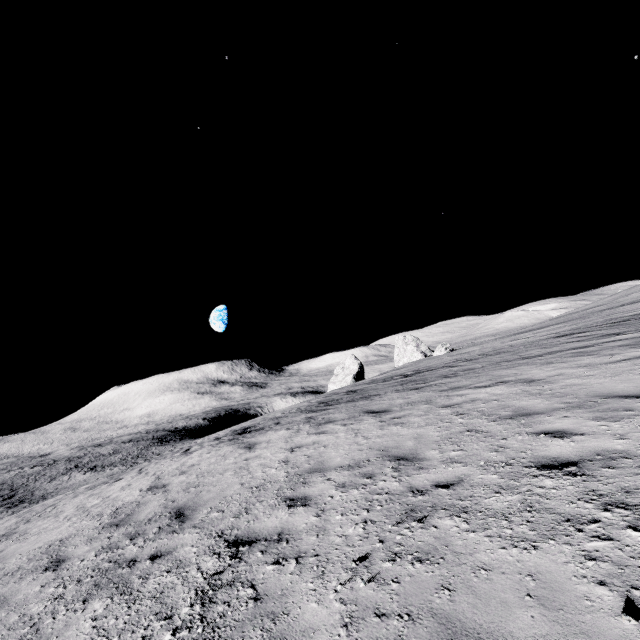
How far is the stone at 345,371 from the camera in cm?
5206

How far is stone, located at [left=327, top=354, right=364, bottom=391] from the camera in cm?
5206

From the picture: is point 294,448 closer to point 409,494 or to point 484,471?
point 409,494
